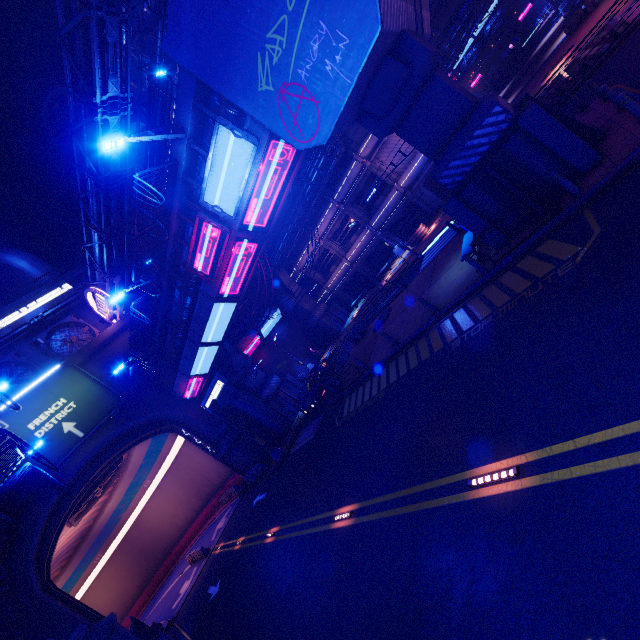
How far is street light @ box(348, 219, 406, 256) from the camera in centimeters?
3231cm

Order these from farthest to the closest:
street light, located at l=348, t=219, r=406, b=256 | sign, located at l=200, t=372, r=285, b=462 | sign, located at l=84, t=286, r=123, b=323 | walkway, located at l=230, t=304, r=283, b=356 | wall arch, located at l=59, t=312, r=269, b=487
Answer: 1. walkway, located at l=230, t=304, r=283, b=356
2. street light, located at l=348, t=219, r=406, b=256
3. sign, located at l=84, t=286, r=123, b=323
4. wall arch, located at l=59, t=312, r=269, b=487
5. sign, located at l=200, t=372, r=285, b=462

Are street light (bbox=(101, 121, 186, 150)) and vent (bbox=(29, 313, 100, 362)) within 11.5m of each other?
no

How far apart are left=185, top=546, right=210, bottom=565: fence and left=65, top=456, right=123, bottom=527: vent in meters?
9.9

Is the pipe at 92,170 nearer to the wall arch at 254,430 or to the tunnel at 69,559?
the wall arch at 254,430

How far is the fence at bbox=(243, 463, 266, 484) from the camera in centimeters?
2597cm

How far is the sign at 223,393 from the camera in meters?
20.7 m

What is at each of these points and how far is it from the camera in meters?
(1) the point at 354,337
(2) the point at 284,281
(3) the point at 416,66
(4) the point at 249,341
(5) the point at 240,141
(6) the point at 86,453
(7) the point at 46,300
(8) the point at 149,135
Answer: (1) fence, 25.3
(2) pillar, 38.4
(3) pillar, 10.6
(4) walkway, 35.2
(5) sign, 11.4
(6) wall arch, 23.6
(7) sign, 29.1
(8) street light, 11.0
